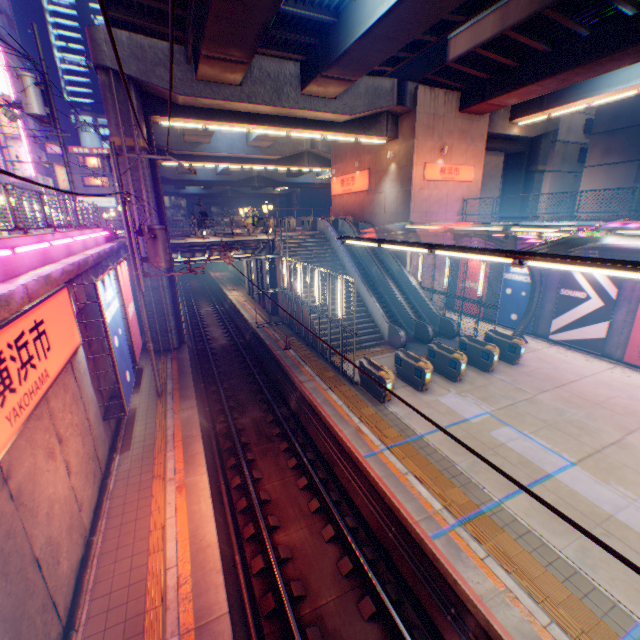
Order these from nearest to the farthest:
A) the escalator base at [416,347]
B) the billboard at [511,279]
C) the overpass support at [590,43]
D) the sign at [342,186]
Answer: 1. the overpass support at [590,43]
2. the escalator base at [416,347]
3. the billboard at [511,279]
4. the sign at [342,186]

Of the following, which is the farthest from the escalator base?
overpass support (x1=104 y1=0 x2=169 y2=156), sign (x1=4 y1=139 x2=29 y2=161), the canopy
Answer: sign (x1=4 y1=139 x2=29 y2=161)

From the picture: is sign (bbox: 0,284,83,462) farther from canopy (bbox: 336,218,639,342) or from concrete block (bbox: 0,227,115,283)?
canopy (bbox: 336,218,639,342)

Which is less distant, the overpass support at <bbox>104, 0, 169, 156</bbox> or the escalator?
the overpass support at <bbox>104, 0, 169, 156</bbox>

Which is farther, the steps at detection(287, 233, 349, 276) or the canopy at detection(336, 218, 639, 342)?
the steps at detection(287, 233, 349, 276)

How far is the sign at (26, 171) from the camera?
31.5 meters

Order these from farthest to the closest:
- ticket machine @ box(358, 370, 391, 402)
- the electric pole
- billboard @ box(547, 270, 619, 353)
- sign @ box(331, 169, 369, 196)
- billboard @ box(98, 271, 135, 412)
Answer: sign @ box(331, 169, 369, 196) → billboard @ box(547, 270, 619, 353) → the electric pole → ticket machine @ box(358, 370, 391, 402) → billboard @ box(98, 271, 135, 412)

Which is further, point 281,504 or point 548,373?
point 548,373
